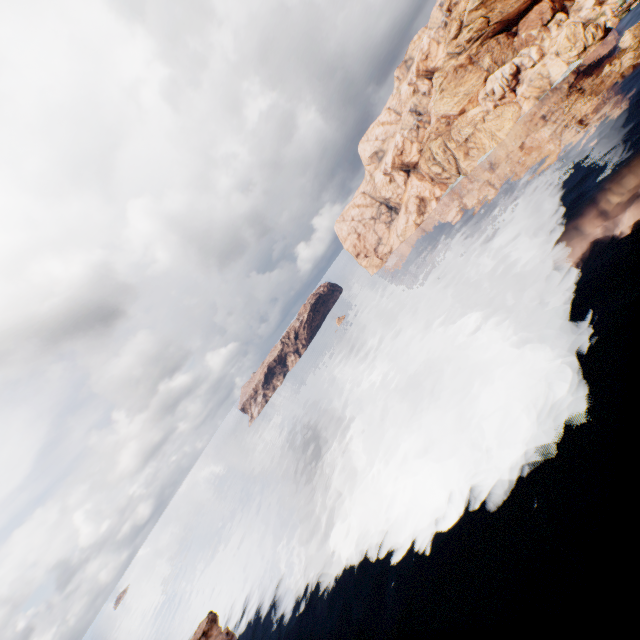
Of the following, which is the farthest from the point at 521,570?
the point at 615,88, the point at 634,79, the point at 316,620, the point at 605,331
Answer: the point at 615,88
